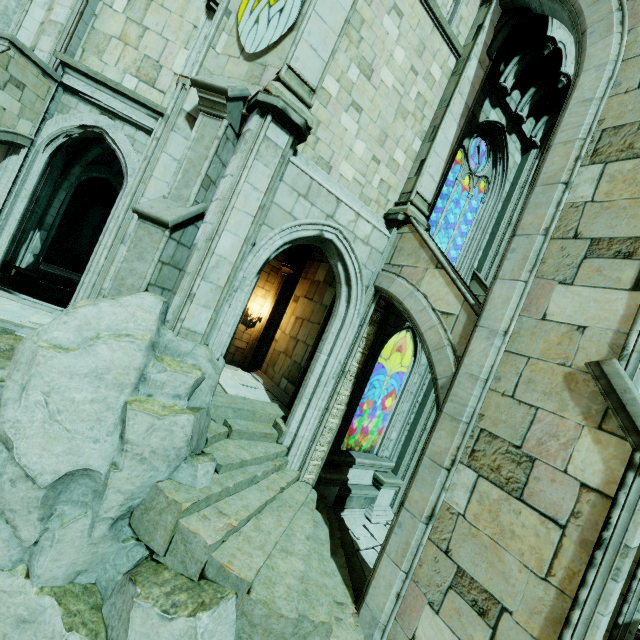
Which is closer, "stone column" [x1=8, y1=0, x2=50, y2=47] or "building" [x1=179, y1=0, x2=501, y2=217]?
"building" [x1=179, y1=0, x2=501, y2=217]

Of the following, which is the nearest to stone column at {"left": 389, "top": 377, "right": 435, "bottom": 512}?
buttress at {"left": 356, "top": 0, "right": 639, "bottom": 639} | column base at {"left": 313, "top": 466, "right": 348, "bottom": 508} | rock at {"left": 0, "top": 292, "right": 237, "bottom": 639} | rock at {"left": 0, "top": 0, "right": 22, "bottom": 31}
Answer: rock at {"left": 0, "top": 292, "right": 237, "bottom": 639}

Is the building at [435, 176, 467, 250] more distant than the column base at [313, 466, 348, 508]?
Yes

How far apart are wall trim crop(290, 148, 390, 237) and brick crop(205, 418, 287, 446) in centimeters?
557cm

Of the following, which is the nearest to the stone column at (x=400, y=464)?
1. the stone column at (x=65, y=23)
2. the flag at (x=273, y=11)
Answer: the flag at (x=273, y=11)

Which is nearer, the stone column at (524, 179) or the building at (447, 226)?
the stone column at (524, 179)

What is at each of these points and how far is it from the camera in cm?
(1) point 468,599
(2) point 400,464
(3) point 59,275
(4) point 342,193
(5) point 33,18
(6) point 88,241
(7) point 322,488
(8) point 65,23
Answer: (1) buttress, 455
(2) stone column, 1073
(3) building, 1641
(4) wall trim, 758
(5) stone column, 1127
(6) rock, 1877
(7) column base, 861
(8) stone column, 920

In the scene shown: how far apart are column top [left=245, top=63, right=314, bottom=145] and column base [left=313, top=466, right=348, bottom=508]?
7.94m
